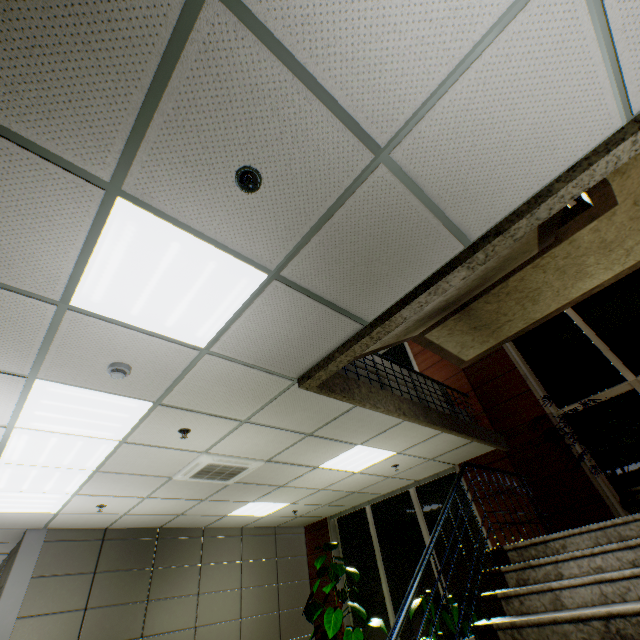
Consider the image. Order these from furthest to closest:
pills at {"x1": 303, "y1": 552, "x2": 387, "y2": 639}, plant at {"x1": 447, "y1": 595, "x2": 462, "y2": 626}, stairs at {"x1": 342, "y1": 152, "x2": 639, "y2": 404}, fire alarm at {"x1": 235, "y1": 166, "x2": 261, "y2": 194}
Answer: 1. pills at {"x1": 303, "y1": 552, "x2": 387, "y2": 639}
2. plant at {"x1": 447, "y1": 595, "x2": 462, "y2": 626}
3. stairs at {"x1": 342, "y1": 152, "x2": 639, "y2": 404}
4. fire alarm at {"x1": 235, "y1": 166, "x2": 261, "y2": 194}

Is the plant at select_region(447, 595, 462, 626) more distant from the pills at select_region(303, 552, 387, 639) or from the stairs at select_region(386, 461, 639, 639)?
the pills at select_region(303, 552, 387, 639)

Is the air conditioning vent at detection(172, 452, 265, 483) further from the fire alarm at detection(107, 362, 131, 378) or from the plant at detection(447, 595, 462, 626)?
the plant at detection(447, 595, 462, 626)

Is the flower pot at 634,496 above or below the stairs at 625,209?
below

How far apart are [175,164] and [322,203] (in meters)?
0.79

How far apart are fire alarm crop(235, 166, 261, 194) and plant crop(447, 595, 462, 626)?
6.8 meters

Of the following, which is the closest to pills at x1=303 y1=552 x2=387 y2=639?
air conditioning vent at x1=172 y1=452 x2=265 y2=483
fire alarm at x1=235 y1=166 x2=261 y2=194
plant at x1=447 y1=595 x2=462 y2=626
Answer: plant at x1=447 y1=595 x2=462 y2=626

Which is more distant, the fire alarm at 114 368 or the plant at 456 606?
the plant at 456 606
